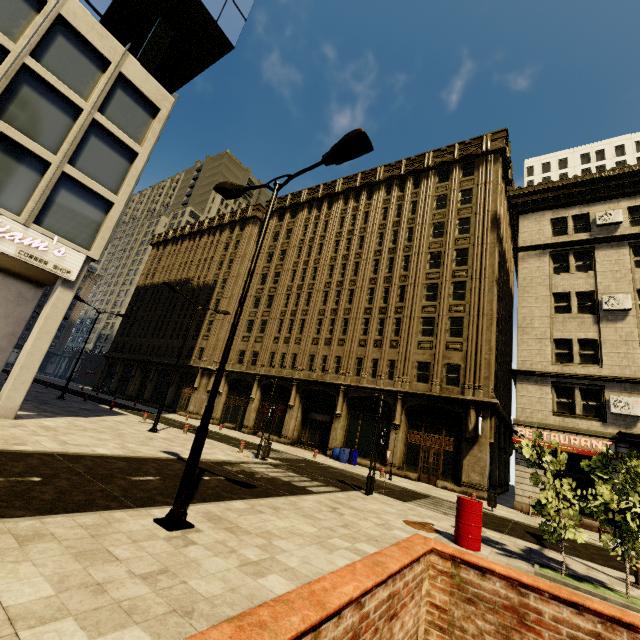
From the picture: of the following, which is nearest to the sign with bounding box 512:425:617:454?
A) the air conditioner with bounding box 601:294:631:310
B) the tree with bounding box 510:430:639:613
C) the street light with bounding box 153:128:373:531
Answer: the air conditioner with bounding box 601:294:631:310

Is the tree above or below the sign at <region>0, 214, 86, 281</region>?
below

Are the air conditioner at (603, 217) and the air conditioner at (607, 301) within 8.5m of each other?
yes

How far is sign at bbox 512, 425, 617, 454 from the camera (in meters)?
16.85

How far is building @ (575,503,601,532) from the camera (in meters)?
16.12

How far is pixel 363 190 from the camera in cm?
3453

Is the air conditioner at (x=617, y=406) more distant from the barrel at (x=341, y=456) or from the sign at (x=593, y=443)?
the barrel at (x=341, y=456)

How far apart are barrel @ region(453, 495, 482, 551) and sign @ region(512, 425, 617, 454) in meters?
12.7
